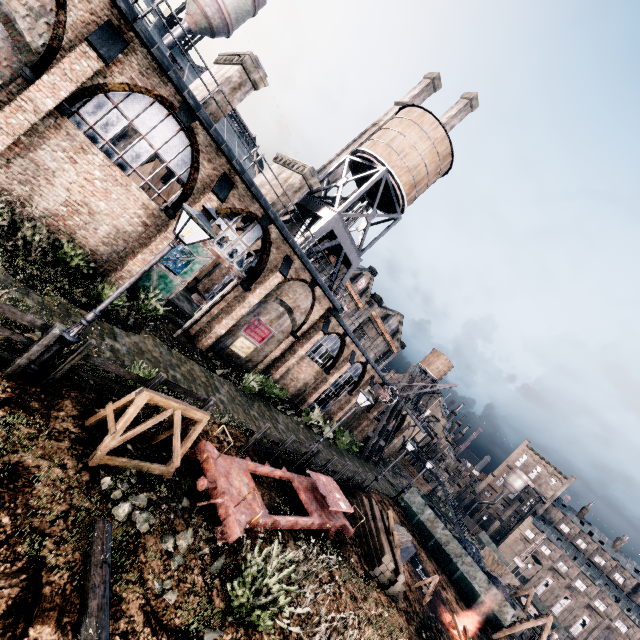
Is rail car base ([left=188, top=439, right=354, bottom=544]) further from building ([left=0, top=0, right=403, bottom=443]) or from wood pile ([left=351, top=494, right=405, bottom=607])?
building ([left=0, top=0, right=403, bottom=443])

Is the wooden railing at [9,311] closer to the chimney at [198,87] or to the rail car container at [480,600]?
the chimney at [198,87]

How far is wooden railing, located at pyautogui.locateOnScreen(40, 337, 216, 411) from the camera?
7.4 meters

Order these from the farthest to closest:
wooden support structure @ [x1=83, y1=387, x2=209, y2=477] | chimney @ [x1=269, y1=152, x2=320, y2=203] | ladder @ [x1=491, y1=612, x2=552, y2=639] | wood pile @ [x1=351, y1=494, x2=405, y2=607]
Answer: ladder @ [x1=491, y1=612, x2=552, y2=639] < chimney @ [x1=269, y1=152, x2=320, y2=203] < wood pile @ [x1=351, y1=494, x2=405, y2=607] < wooden support structure @ [x1=83, y1=387, x2=209, y2=477]

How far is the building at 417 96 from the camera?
53.9 meters

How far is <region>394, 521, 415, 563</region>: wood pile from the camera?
20.2 meters

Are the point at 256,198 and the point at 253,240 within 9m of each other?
yes

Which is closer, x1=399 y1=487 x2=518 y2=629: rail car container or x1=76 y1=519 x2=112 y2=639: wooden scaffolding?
x1=76 y1=519 x2=112 y2=639: wooden scaffolding
